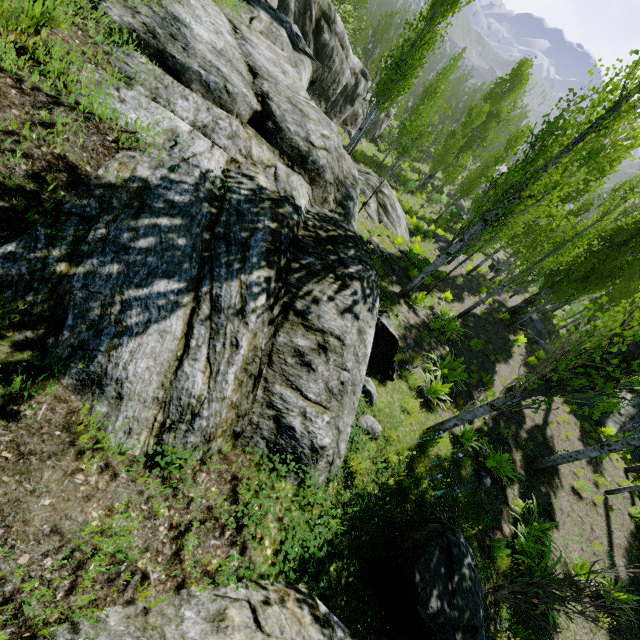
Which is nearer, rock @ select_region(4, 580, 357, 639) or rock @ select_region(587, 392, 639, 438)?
rock @ select_region(4, 580, 357, 639)

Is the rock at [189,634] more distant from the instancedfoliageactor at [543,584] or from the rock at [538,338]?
the rock at [538,338]

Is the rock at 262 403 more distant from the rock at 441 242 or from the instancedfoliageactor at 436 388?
the rock at 441 242

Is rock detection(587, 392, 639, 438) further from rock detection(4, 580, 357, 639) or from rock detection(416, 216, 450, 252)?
rock detection(4, 580, 357, 639)

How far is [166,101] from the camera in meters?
3.8 m

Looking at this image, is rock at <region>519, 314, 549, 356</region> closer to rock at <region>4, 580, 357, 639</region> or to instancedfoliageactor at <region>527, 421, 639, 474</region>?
instancedfoliageactor at <region>527, 421, 639, 474</region>

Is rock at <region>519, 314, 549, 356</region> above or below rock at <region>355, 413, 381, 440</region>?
below
